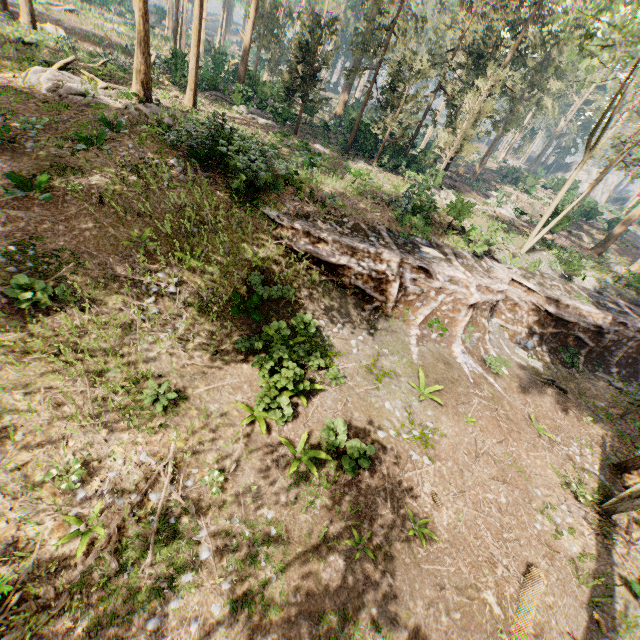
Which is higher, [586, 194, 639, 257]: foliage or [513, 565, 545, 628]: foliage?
[586, 194, 639, 257]: foliage

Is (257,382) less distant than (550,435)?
Yes

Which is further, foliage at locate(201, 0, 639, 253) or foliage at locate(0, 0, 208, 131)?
foliage at locate(201, 0, 639, 253)

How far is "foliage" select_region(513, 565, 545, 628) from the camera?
8.3m

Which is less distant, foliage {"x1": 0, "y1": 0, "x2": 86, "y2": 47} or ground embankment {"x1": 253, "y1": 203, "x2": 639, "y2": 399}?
ground embankment {"x1": 253, "y1": 203, "x2": 639, "y2": 399}

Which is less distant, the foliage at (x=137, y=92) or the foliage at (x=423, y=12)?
the foliage at (x=137, y=92)

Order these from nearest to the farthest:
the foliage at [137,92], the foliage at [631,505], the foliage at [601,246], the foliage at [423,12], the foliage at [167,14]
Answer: the foliage at [631,505], the foliage at [137,92], the foliage at [423,12], the foliage at [601,246], the foliage at [167,14]

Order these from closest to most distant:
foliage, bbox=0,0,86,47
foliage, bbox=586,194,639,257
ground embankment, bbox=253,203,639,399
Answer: ground embankment, bbox=253,203,639,399 < foliage, bbox=0,0,86,47 < foliage, bbox=586,194,639,257
